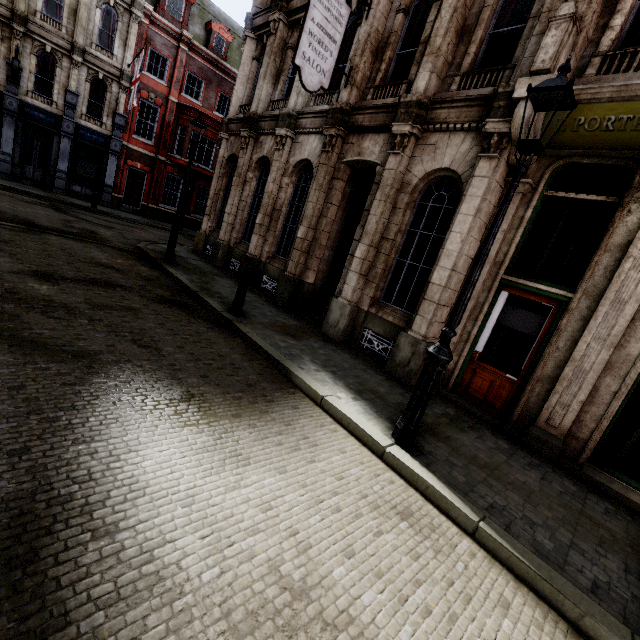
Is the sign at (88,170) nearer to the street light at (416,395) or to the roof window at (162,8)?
the roof window at (162,8)

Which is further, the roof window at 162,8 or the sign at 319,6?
the roof window at 162,8

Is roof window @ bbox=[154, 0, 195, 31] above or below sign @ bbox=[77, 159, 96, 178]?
above

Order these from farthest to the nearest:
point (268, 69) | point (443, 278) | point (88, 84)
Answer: point (88, 84)
point (268, 69)
point (443, 278)

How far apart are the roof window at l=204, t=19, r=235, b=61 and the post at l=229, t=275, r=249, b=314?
25.5 meters

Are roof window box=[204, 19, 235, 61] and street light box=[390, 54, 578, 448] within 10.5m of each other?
no

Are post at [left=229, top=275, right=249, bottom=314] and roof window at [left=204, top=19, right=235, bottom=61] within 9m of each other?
no

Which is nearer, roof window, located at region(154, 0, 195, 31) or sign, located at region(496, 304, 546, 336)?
sign, located at region(496, 304, 546, 336)
